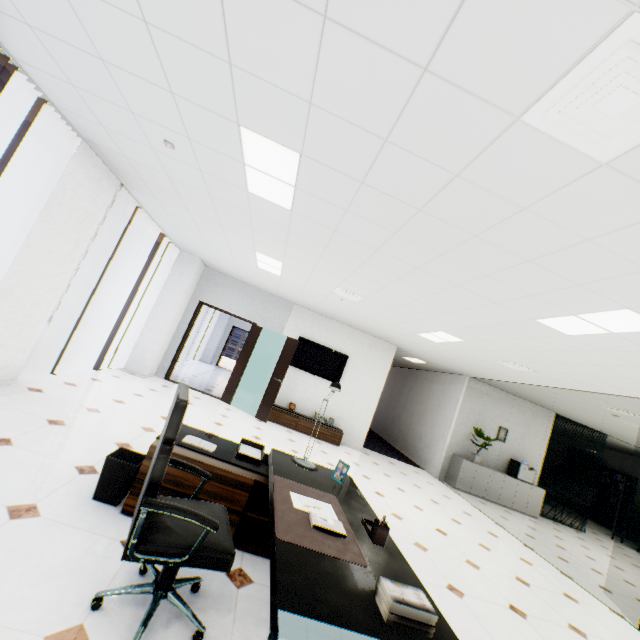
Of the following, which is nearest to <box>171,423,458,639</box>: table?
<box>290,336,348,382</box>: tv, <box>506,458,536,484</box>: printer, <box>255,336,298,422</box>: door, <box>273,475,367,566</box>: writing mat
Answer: <box>273,475,367,566</box>: writing mat

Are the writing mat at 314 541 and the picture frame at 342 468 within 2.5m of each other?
→ yes

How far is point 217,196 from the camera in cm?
374

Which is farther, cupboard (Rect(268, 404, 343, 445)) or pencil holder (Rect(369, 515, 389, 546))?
cupboard (Rect(268, 404, 343, 445))

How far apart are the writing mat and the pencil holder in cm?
15

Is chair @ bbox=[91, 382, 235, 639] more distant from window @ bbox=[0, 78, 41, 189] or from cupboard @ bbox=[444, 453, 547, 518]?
cupboard @ bbox=[444, 453, 547, 518]

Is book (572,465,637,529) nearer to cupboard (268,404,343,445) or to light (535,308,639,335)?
cupboard (268,404,343,445)

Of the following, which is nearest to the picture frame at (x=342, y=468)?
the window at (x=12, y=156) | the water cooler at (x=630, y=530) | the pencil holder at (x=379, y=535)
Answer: A: the pencil holder at (x=379, y=535)
